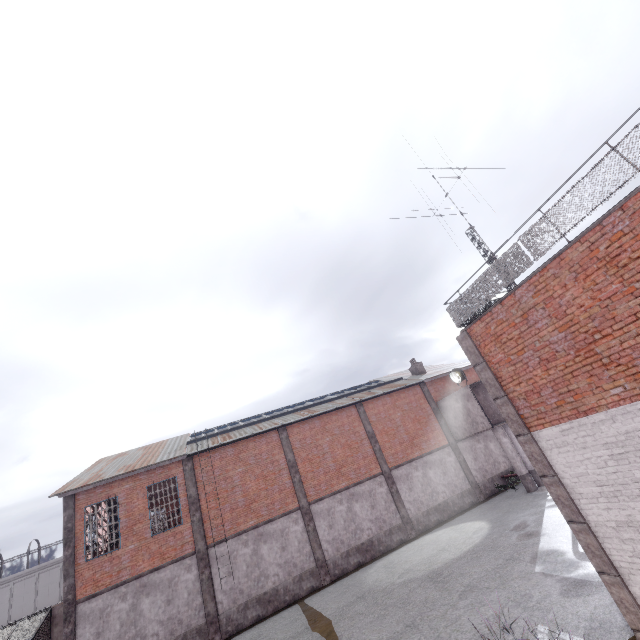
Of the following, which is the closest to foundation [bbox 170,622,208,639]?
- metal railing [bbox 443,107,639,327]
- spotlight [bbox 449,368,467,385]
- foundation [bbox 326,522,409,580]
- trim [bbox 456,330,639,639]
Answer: foundation [bbox 326,522,409,580]

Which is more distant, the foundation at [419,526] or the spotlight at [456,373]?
the spotlight at [456,373]

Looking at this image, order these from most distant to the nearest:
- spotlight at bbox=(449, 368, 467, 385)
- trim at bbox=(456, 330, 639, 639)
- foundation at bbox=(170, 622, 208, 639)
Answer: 1. spotlight at bbox=(449, 368, 467, 385)
2. foundation at bbox=(170, 622, 208, 639)
3. trim at bbox=(456, 330, 639, 639)

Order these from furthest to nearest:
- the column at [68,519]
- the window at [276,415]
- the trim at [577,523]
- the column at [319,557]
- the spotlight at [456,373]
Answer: the spotlight at [456,373] < the window at [276,415] < the column at [319,557] < the column at [68,519] < the trim at [577,523]

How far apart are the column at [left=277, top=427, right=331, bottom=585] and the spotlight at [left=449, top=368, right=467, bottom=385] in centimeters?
1219cm

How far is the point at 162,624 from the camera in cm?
1554

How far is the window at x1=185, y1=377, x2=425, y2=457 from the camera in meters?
20.5

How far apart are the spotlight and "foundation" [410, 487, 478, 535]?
7.3m
